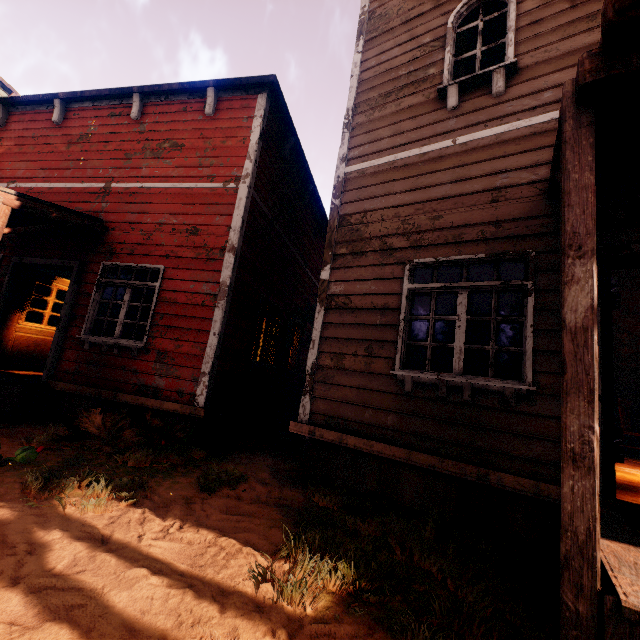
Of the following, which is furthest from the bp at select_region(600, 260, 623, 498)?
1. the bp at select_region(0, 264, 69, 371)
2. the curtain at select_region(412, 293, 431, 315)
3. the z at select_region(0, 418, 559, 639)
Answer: the bp at select_region(0, 264, 69, 371)

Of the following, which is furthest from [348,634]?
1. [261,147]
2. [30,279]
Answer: [30,279]

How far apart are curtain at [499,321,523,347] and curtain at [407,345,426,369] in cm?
75

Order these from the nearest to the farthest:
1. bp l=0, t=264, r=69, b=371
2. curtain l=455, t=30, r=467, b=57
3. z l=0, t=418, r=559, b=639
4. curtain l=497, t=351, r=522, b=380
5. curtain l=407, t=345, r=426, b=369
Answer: z l=0, t=418, r=559, b=639 < curtain l=497, t=351, r=522, b=380 < curtain l=407, t=345, r=426, b=369 < curtain l=455, t=30, r=467, b=57 < bp l=0, t=264, r=69, b=371

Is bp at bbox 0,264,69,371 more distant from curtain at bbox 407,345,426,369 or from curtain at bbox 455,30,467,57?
curtain at bbox 407,345,426,369

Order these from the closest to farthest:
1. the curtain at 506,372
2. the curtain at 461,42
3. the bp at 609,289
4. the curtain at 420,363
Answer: the bp at 609,289, the curtain at 506,372, the curtain at 420,363, the curtain at 461,42

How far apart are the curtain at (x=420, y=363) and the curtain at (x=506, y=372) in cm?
75

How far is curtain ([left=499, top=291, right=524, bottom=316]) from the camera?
3.58m
